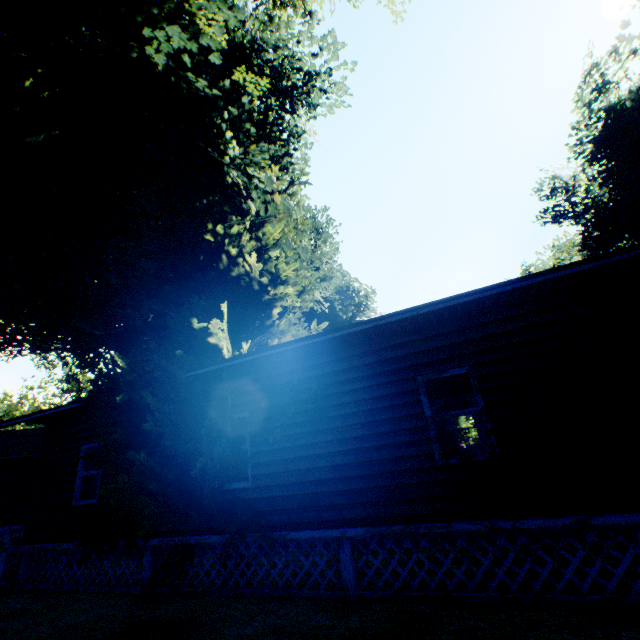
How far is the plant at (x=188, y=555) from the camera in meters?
6.2 m

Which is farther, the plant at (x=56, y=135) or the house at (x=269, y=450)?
the plant at (x=56, y=135)

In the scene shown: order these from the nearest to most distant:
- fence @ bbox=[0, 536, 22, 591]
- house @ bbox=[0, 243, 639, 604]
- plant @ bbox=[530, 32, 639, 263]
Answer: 1. house @ bbox=[0, 243, 639, 604]
2. fence @ bbox=[0, 536, 22, 591]
3. plant @ bbox=[530, 32, 639, 263]

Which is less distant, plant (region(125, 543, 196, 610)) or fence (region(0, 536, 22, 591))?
plant (region(125, 543, 196, 610))

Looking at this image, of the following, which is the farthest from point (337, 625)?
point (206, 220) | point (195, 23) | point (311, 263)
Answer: point (311, 263)

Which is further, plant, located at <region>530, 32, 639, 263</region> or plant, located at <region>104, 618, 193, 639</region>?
plant, located at <region>530, 32, 639, 263</region>

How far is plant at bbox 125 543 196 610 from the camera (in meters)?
6.20
